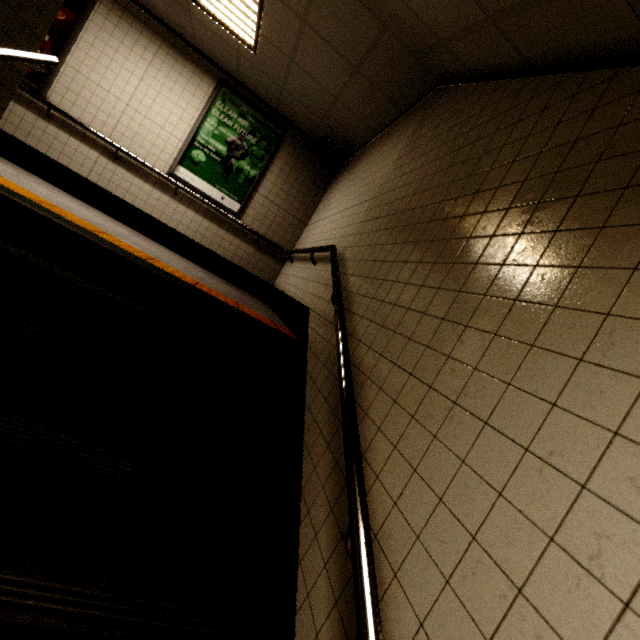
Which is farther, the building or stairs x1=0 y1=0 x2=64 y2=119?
the building

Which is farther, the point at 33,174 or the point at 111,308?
the point at 33,174

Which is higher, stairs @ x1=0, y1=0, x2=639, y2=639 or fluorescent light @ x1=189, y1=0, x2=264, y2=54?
fluorescent light @ x1=189, y1=0, x2=264, y2=54

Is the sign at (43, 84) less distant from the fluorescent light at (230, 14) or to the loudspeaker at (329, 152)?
the fluorescent light at (230, 14)

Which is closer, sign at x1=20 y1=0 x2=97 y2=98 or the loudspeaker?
sign at x1=20 y1=0 x2=97 y2=98

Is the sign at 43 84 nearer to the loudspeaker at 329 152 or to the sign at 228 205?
the sign at 228 205

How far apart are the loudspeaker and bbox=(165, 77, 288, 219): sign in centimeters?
69cm

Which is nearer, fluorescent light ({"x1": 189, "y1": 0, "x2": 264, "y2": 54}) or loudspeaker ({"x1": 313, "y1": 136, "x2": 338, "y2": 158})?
fluorescent light ({"x1": 189, "y1": 0, "x2": 264, "y2": 54})
